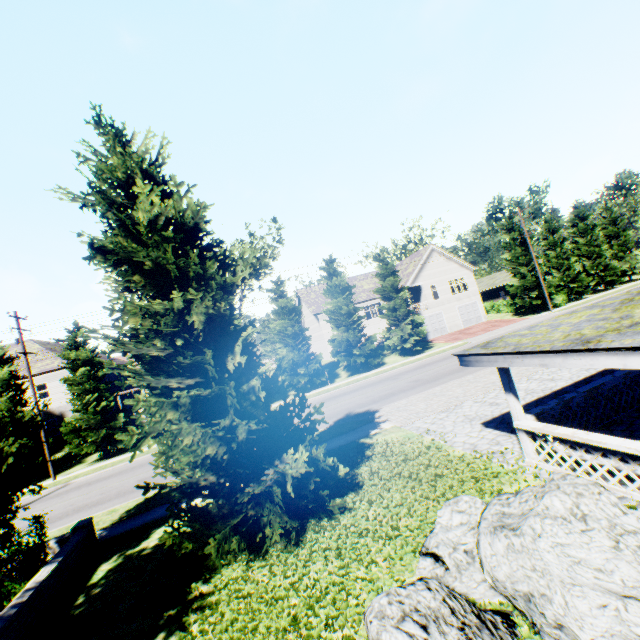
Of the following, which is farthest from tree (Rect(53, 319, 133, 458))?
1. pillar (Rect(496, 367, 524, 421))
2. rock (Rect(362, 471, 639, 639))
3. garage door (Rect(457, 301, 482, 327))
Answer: pillar (Rect(496, 367, 524, 421))

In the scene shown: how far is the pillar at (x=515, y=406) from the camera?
7.7 meters

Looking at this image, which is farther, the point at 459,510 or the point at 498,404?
the point at 498,404

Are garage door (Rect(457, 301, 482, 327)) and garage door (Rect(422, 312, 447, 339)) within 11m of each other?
yes

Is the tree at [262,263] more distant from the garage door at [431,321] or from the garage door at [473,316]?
the garage door at [431,321]

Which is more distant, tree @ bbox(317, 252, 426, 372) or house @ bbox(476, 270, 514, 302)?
house @ bbox(476, 270, 514, 302)

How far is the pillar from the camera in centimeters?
766cm

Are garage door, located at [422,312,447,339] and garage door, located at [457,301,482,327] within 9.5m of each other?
yes
